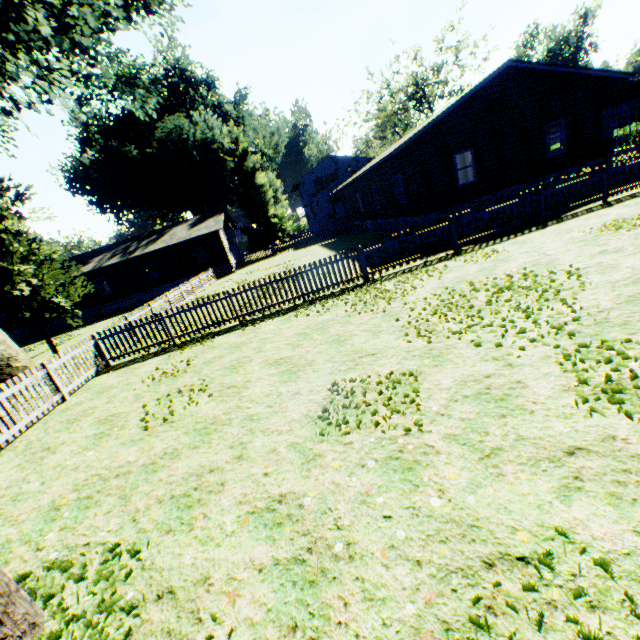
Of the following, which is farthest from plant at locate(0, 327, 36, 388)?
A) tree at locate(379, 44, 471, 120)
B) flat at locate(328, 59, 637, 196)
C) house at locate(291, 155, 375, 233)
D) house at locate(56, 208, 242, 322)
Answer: tree at locate(379, 44, 471, 120)

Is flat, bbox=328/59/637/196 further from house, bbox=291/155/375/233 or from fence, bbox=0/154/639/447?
fence, bbox=0/154/639/447

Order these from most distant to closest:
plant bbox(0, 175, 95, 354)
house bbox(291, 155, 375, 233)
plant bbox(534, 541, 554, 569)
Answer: house bbox(291, 155, 375, 233) < plant bbox(0, 175, 95, 354) < plant bbox(534, 541, 554, 569)

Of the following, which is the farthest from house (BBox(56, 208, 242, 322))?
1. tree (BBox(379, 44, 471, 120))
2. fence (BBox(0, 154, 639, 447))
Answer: tree (BBox(379, 44, 471, 120))

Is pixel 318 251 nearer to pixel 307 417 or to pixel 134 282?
pixel 134 282

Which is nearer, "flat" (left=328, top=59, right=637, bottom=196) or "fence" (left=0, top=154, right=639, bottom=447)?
"fence" (left=0, top=154, right=639, bottom=447)

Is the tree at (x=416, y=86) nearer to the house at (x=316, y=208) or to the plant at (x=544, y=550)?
the house at (x=316, y=208)

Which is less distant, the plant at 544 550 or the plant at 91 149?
the plant at 544 550
